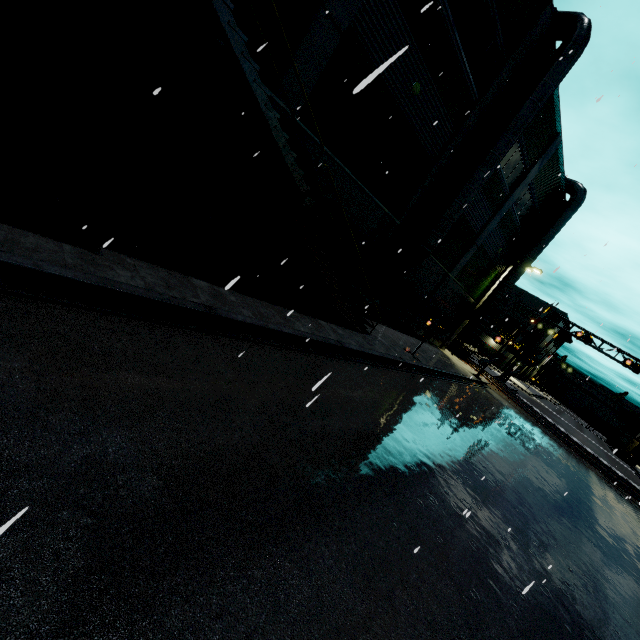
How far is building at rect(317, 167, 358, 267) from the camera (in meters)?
11.79

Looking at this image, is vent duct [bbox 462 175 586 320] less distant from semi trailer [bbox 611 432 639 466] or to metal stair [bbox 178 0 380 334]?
semi trailer [bbox 611 432 639 466]

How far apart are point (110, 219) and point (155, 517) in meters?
7.6 m

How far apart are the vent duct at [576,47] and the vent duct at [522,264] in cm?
1226

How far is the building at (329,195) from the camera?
11.8m

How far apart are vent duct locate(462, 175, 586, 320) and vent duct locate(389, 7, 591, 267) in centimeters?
1226cm

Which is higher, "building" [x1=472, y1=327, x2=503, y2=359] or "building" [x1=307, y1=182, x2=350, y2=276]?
"building" [x1=307, y1=182, x2=350, y2=276]

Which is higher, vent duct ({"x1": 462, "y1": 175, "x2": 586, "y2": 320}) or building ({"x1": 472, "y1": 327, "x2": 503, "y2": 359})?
vent duct ({"x1": 462, "y1": 175, "x2": 586, "y2": 320})
